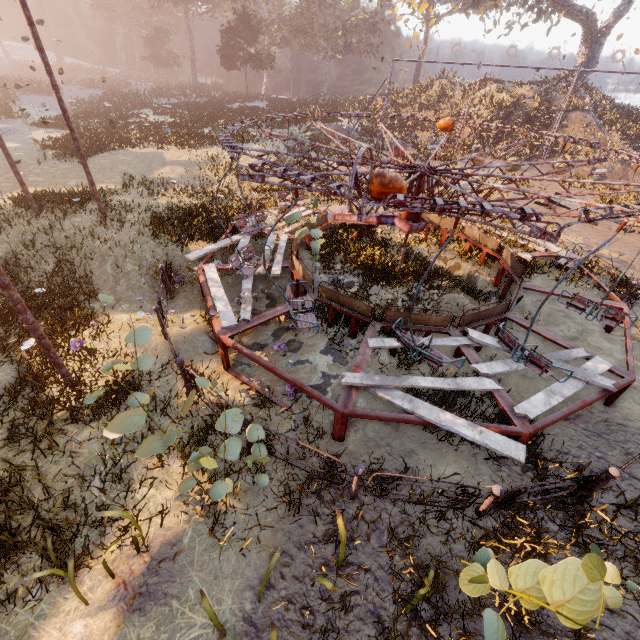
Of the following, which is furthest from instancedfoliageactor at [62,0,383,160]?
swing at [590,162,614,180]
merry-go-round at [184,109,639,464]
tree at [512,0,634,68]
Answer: tree at [512,0,634,68]

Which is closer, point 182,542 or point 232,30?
point 182,542

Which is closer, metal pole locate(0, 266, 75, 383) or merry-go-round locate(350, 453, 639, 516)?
merry-go-round locate(350, 453, 639, 516)

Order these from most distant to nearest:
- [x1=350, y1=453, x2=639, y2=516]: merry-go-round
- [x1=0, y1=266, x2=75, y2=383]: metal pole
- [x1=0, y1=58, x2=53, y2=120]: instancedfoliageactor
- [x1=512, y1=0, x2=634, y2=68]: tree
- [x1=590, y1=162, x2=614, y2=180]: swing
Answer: [x1=512, y1=0, x2=634, y2=68]: tree → [x1=0, y1=58, x2=53, y2=120]: instancedfoliageactor → [x1=590, y1=162, x2=614, y2=180]: swing → [x1=0, y1=266, x2=75, y2=383]: metal pole → [x1=350, y1=453, x2=639, y2=516]: merry-go-round

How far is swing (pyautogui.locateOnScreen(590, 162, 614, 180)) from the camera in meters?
Result: 22.3 m

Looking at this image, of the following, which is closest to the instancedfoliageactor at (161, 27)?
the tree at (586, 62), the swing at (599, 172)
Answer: the swing at (599, 172)

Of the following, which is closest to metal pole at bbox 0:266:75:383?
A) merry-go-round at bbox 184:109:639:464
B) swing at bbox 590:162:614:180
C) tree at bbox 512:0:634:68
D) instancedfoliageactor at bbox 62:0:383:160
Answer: merry-go-round at bbox 184:109:639:464

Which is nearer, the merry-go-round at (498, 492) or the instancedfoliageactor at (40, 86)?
the merry-go-round at (498, 492)
